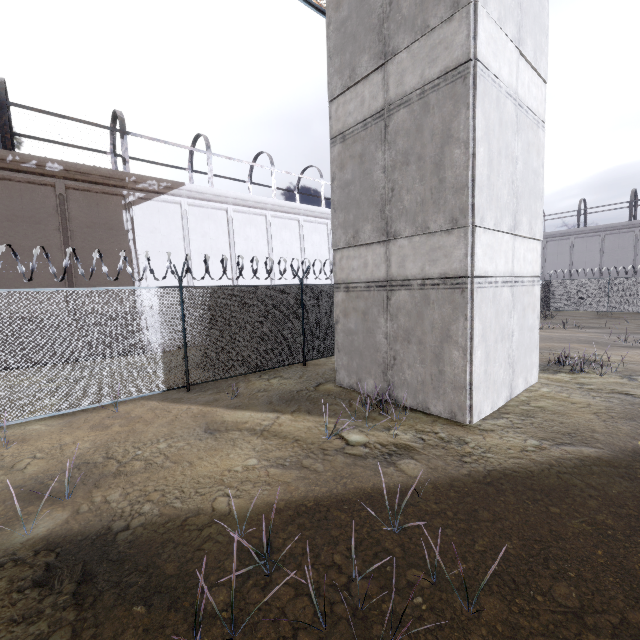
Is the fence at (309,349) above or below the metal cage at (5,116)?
below

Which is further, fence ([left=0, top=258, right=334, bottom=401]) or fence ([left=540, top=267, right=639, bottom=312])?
fence ([left=540, top=267, right=639, bottom=312])

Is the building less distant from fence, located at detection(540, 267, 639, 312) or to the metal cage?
fence, located at detection(540, 267, 639, 312)

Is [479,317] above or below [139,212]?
below

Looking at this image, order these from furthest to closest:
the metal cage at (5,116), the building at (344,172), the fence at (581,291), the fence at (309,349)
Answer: the fence at (581,291) → the metal cage at (5,116) → the fence at (309,349) → the building at (344,172)

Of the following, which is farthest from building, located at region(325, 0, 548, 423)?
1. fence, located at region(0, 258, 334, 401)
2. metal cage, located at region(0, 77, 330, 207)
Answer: metal cage, located at region(0, 77, 330, 207)

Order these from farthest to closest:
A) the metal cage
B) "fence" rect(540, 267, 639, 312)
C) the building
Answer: "fence" rect(540, 267, 639, 312) < the metal cage < the building
